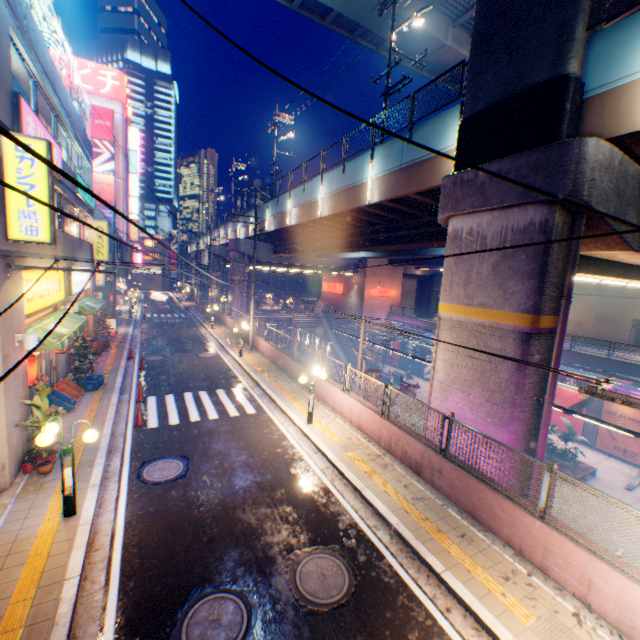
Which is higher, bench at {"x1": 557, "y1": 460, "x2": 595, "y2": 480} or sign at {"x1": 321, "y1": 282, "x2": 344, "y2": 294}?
sign at {"x1": 321, "y1": 282, "x2": 344, "y2": 294}

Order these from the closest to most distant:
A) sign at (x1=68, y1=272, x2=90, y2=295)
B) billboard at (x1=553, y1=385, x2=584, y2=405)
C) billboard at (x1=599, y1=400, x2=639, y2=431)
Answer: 1. sign at (x1=68, y1=272, x2=90, y2=295)
2. billboard at (x1=599, y1=400, x2=639, y2=431)
3. billboard at (x1=553, y1=385, x2=584, y2=405)

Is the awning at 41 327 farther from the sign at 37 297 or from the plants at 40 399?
the plants at 40 399

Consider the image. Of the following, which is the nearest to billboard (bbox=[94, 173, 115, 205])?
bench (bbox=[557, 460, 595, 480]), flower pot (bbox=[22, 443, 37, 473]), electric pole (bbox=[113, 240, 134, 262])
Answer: electric pole (bbox=[113, 240, 134, 262])

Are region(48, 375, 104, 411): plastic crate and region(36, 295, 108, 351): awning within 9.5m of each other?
yes

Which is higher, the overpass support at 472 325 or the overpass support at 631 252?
the overpass support at 631 252

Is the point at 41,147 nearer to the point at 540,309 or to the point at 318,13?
the point at 540,309

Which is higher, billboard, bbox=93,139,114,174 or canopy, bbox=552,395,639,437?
billboard, bbox=93,139,114,174
